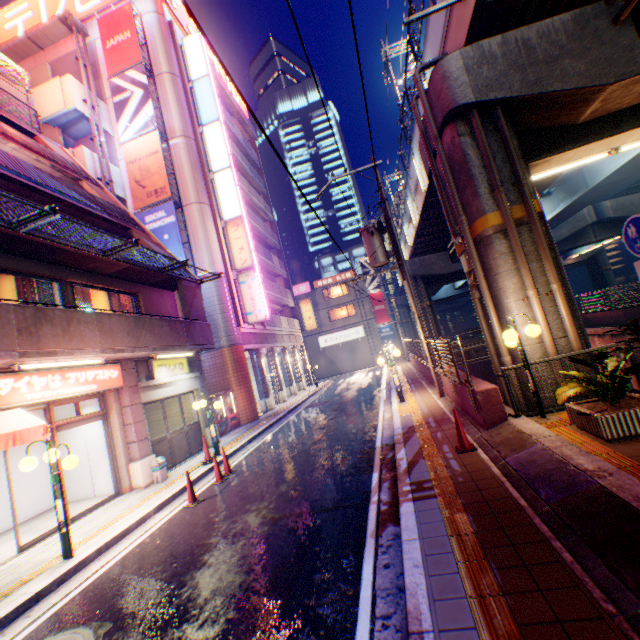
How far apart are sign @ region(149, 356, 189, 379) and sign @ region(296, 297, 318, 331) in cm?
1960

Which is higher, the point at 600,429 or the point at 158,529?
the point at 600,429

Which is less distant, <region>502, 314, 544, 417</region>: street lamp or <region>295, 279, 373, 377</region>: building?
<region>502, 314, 544, 417</region>: street lamp

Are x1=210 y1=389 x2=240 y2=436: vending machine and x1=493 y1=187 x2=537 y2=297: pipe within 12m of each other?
no

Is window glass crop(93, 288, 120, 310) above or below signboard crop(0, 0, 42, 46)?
below

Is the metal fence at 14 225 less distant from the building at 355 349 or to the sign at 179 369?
the sign at 179 369

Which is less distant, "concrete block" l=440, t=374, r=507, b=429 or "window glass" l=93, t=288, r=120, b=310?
"concrete block" l=440, t=374, r=507, b=429

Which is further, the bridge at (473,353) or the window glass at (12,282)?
the bridge at (473,353)
